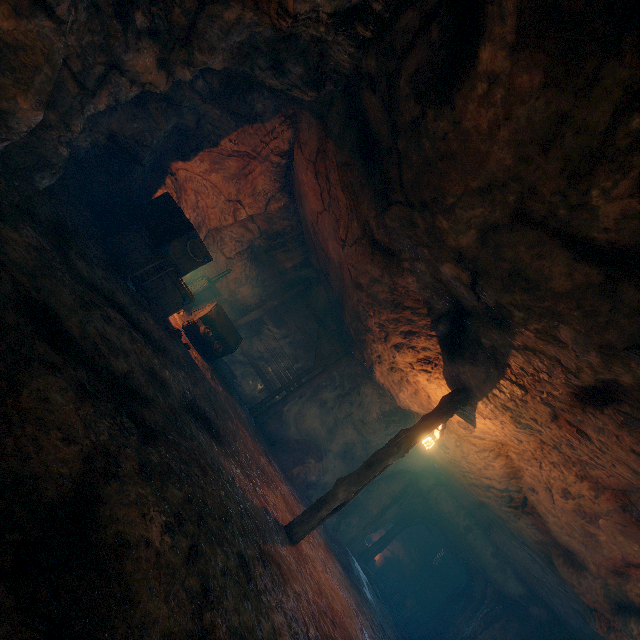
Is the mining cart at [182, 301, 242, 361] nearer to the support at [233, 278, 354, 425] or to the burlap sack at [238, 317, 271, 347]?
the burlap sack at [238, 317, 271, 347]

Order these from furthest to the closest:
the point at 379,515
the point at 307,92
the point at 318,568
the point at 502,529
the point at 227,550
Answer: the point at 379,515
the point at 502,529
the point at 318,568
the point at 307,92
the point at 227,550

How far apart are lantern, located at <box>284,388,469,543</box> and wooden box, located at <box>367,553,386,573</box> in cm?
1715

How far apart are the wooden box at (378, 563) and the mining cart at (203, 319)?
18.6 meters

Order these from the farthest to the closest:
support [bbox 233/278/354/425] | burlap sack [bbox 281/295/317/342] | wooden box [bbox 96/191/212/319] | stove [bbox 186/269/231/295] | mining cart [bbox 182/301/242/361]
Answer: burlap sack [bbox 281/295/317/342], support [bbox 233/278/354/425], stove [bbox 186/269/231/295], mining cart [bbox 182/301/242/361], wooden box [bbox 96/191/212/319]

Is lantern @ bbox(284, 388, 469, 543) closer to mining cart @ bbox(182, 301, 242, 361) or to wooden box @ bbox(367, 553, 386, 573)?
mining cart @ bbox(182, 301, 242, 361)

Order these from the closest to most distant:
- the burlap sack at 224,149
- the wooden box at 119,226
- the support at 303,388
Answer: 1. the burlap sack at 224,149
2. the wooden box at 119,226
3. the support at 303,388

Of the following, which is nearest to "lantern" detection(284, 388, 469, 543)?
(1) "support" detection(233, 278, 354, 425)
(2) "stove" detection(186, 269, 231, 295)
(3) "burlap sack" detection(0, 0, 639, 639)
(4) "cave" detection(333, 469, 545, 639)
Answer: (3) "burlap sack" detection(0, 0, 639, 639)
